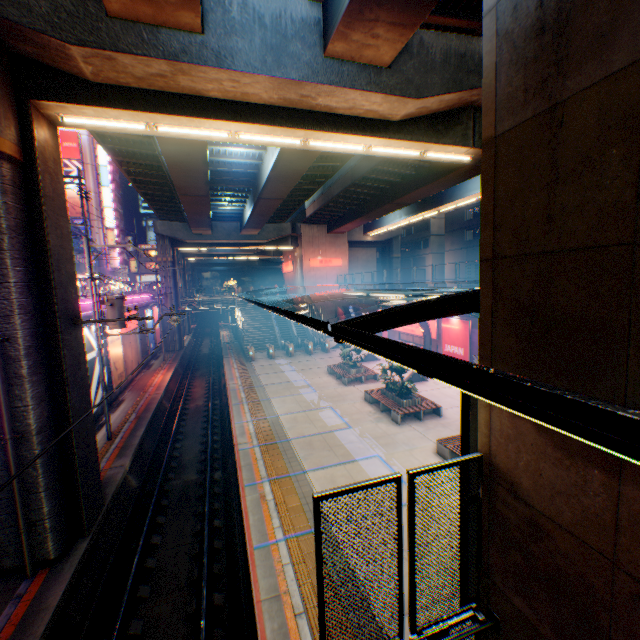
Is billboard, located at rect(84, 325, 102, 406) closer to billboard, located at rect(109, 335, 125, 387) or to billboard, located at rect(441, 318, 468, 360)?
billboard, located at rect(109, 335, 125, 387)

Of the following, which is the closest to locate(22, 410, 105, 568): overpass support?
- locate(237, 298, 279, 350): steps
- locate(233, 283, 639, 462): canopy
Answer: locate(233, 283, 639, 462): canopy

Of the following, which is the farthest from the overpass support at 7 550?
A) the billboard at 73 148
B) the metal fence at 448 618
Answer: the billboard at 73 148

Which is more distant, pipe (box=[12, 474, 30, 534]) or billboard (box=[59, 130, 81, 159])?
billboard (box=[59, 130, 81, 159])

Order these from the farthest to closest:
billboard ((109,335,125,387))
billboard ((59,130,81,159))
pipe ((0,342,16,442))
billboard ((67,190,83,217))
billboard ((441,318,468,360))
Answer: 1. billboard ((67,190,83,217))
2. billboard ((59,130,81,159))
3. billboard ((441,318,468,360))
4. billboard ((109,335,125,387))
5. pipe ((0,342,16,442))

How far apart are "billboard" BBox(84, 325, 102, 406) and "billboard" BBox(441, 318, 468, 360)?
21.4m

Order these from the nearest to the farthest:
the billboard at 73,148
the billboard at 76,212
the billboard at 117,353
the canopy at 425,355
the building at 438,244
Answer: the canopy at 425,355, the billboard at 117,353, the building at 438,244, the billboard at 73,148, the billboard at 76,212

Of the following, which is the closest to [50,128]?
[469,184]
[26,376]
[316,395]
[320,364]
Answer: [26,376]
